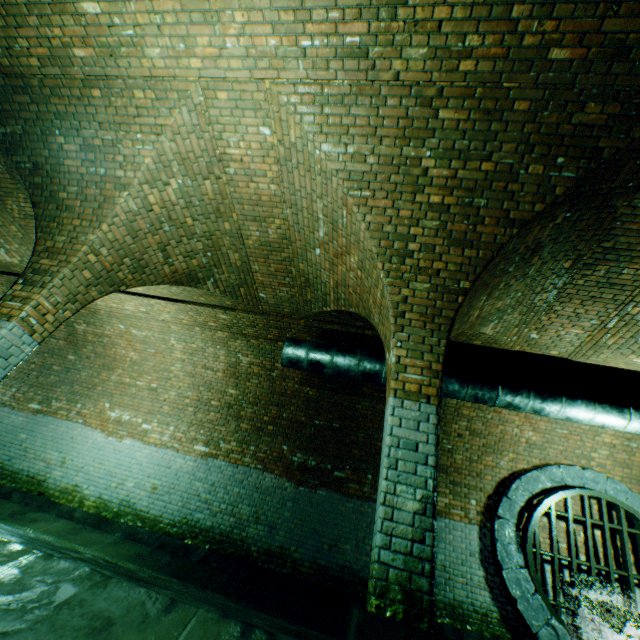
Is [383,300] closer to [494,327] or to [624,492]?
[494,327]

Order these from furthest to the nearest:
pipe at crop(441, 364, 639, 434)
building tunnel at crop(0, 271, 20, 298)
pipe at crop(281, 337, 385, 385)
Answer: building tunnel at crop(0, 271, 20, 298), pipe at crop(281, 337, 385, 385), pipe at crop(441, 364, 639, 434)

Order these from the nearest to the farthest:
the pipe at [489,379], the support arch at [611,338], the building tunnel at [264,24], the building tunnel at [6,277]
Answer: the building tunnel at [264,24]
the support arch at [611,338]
the pipe at [489,379]
the building tunnel at [6,277]

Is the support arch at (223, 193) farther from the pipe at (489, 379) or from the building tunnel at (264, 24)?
the pipe at (489, 379)

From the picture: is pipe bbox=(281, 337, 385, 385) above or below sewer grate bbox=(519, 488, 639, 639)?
above

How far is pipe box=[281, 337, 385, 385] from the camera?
6.0m

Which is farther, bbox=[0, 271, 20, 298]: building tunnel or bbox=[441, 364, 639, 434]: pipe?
bbox=[0, 271, 20, 298]: building tunnel

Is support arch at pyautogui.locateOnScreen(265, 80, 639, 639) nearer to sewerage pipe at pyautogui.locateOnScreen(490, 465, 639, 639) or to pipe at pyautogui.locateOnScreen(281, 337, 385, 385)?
pipe at pyautogui.locateOnScreen(281, 337, 385, 385)
